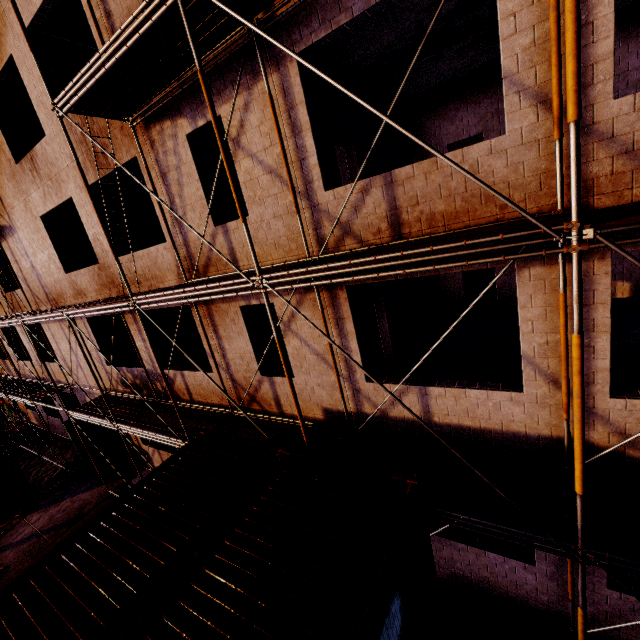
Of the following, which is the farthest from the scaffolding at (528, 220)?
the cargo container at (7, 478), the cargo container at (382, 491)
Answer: the cargo container at (7, 478)

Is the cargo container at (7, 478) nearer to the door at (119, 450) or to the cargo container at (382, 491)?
the door at (119, 450)

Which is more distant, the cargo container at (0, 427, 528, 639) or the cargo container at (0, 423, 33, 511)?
the cargo container at (0, 423, 33, 511)

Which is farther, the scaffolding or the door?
the door

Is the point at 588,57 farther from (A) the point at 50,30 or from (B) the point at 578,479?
(A) the point at 50,30

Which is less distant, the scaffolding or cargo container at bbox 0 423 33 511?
the scaffolding

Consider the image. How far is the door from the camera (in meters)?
14.62

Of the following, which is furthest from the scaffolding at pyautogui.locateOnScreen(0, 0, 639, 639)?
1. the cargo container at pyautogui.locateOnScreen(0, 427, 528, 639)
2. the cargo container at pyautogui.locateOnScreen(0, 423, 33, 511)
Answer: the cargo container at pyautogui.locateOnScreen(0, 423, 33, 511)
